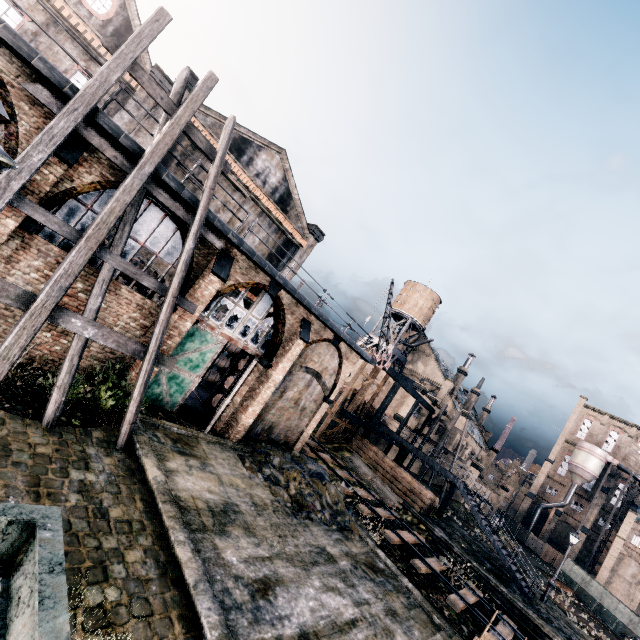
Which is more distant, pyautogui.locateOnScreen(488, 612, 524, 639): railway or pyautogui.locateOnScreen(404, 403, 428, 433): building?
pyautogui.locateOnScreen(404, 403, 428, 433): building

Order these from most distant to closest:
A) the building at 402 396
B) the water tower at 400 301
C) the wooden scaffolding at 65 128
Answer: the water tower at 400 301, the building at 402 396, the wooden scaffolding at 65 128

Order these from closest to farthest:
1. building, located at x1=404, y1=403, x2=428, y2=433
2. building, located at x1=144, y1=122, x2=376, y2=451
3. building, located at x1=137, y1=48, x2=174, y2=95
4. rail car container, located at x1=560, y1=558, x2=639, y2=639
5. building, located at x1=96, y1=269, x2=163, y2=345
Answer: building, located at x1=96, y1=269, x2=163, y2=345
building, located at x1=144, y1=122, x2=376, y2=451
building, located at x1=137, y1=48, x2=174, y2=95
rail car container, located at x1=560, y1=558, x2=639, y2=639
building, located at x1=404, y1=403, x2=428, y2=433

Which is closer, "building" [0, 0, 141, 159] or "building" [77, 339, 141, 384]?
"building" [0, 0, 141, 159]

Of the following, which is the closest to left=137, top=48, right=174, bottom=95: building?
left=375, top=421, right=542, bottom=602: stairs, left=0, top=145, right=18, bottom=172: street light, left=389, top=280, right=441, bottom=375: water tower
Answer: left=0, top=145, right=18, bottom=172: street light

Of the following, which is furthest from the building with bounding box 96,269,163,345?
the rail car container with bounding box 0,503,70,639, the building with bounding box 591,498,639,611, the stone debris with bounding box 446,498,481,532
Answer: the building with bounding box 591,498,639,611

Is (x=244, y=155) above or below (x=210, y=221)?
above

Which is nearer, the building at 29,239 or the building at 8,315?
the building at 29,239
